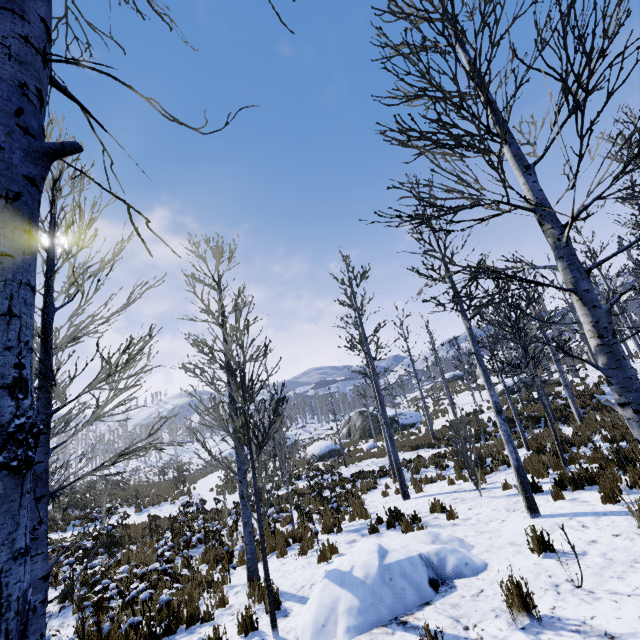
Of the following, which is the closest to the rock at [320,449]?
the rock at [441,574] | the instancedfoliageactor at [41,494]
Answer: the instancedfoliageactor at [41,494]

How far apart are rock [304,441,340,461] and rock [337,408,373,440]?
4.0 meters

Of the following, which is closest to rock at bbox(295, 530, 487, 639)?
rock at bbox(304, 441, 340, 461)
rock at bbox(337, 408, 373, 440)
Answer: rock at bbox(304, 441, 340, 461)

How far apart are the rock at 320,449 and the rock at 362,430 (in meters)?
3.99

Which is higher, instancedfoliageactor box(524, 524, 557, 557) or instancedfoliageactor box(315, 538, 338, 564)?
instancedfoliageactor box(524, 524, 557, 557)

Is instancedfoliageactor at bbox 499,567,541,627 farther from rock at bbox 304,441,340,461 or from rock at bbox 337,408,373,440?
rock at bbox 337,408,373,440

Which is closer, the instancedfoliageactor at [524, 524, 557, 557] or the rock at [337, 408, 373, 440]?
the instancedfoliageactor at [524, 524, 557, 557]

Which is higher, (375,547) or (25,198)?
(25,198)
